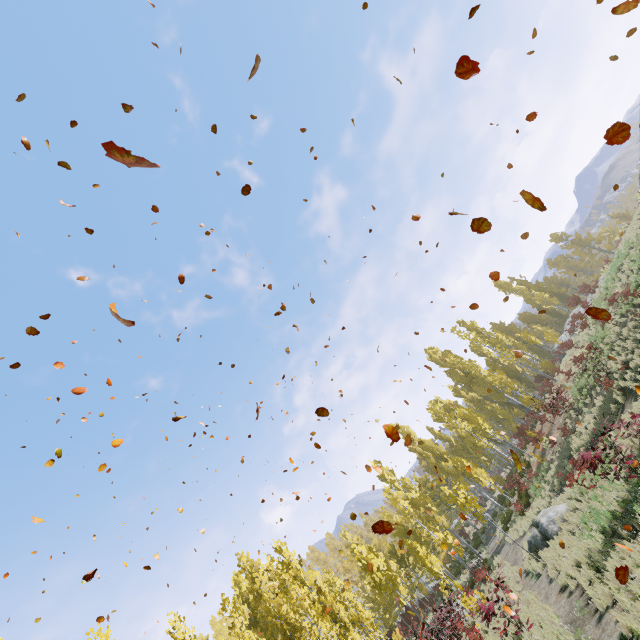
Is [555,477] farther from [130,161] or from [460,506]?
[130,161]

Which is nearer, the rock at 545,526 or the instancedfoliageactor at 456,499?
the instancedfoliageactor at 456,499

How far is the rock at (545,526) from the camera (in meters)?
14.56

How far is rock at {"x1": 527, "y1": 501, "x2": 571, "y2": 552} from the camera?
14.56m

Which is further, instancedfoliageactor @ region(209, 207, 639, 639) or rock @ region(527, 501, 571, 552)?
rock @ region(527, 501, 571, 552)
